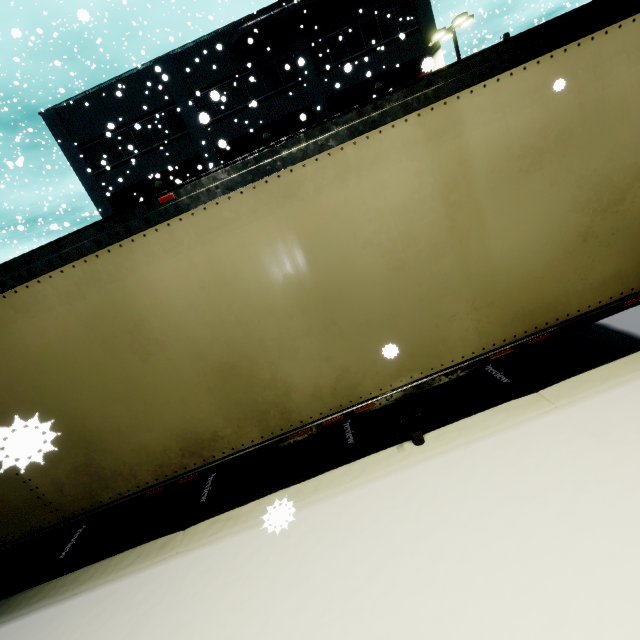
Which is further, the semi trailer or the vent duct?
the vent duct

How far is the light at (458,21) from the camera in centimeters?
1848cm

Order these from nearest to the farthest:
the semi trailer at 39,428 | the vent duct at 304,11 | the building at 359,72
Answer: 1. the semi trailer at 39,428
2. the vent duct at 304,11
3. the building at 359,72

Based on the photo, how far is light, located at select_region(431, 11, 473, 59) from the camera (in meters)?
18.48

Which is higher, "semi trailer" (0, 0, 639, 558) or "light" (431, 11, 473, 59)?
"light" (431, 11, 473, 59)

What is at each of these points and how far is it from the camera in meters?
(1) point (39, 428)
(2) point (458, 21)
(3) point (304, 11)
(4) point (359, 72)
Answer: (1) semi trailer, 0.8 m
(2) light, 18.8 m
(3) vent duct, 15.4 m
(4) building, 20.7 m

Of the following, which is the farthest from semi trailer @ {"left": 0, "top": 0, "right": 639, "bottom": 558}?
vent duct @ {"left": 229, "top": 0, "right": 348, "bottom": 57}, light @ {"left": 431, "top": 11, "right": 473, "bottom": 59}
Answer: vent duct @ {"left": 229, "top": 0, "right": 348, "bottom": 57}
